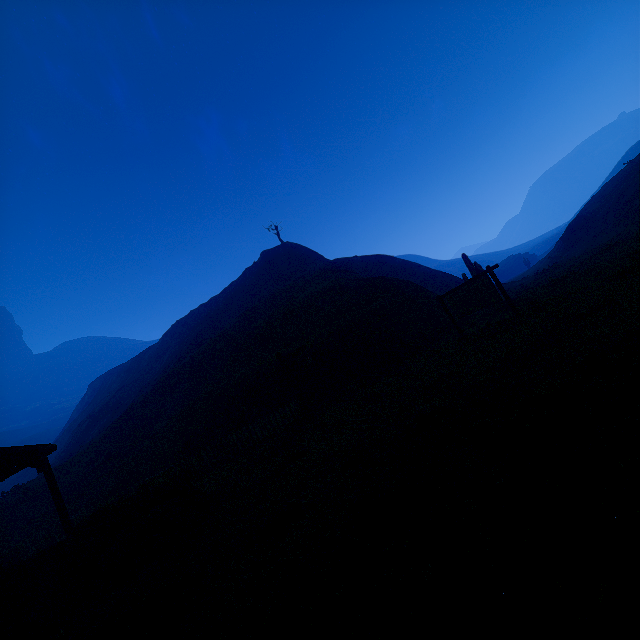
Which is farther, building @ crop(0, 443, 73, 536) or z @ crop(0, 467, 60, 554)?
z @ crop(0, 467, 60, 554)

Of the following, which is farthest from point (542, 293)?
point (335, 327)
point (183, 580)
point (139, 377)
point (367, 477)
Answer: point (139, 377)

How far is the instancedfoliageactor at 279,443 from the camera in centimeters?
1054cm

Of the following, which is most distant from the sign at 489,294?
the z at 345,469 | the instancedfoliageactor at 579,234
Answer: the instancedfoliageactor at 579,234

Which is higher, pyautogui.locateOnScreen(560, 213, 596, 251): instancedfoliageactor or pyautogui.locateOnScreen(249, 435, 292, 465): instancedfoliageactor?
pyautogui.locateOnScreen(560, 213, 596, 251): instancedfoliageactor

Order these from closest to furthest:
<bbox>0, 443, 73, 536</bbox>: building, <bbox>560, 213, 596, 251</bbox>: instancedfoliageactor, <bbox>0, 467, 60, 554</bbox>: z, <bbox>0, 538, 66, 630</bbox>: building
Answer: <bbox>0, 538, 66, 630</bbox>: building, <bbox>0, 443, 73, 536</bbox>: building, <bbox>0, 467, 60, 554</bbox>: z, <bbox>560, 213, 596, 251</bbox>: instancedfoliageactor

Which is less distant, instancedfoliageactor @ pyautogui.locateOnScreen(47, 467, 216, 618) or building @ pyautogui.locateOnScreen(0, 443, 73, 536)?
instancedfoliageactor @ pyautogui.locateOnScreen(47, 467, 216, 618)

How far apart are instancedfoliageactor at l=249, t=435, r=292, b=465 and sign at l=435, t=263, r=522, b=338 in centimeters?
853cm
